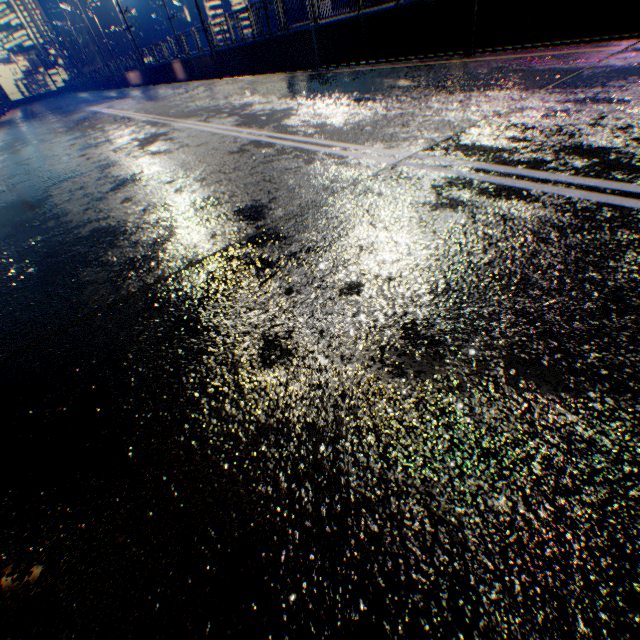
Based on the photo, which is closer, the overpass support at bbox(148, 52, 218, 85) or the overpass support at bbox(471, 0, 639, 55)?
the overpass support at bbox(471, 0, 639, 55)

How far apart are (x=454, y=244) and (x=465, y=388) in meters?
1.3

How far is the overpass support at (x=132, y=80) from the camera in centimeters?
3121cm

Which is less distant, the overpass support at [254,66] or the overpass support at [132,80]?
the overpass support at [254,66]

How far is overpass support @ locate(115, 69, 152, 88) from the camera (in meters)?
31.21

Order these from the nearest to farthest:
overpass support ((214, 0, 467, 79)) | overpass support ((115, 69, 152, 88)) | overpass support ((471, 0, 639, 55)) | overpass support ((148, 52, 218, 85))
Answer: overpass support ((471, 0, 639, 55)) < overpass support ((214, 0, 467, 79)) < overpass support ((148, 52, 218, 85)) < overpass support ((115, 69, 152, 88))
